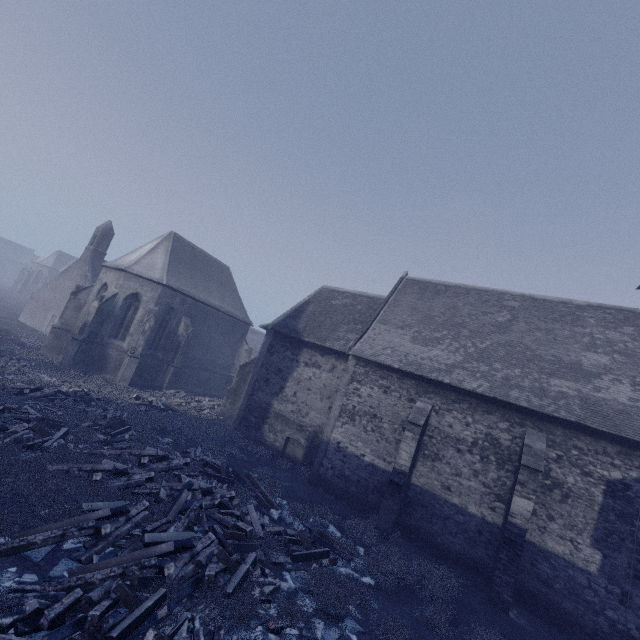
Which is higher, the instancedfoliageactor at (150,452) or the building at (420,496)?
the building at (420,496)

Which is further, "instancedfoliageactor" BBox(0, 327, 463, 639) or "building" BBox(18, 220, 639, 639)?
"building" BBox(18, 220, 639, 639)

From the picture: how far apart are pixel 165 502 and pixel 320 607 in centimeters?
499cm

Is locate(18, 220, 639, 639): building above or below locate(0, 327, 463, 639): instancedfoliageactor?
above

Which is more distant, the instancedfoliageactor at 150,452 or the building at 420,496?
the building at 420,496
